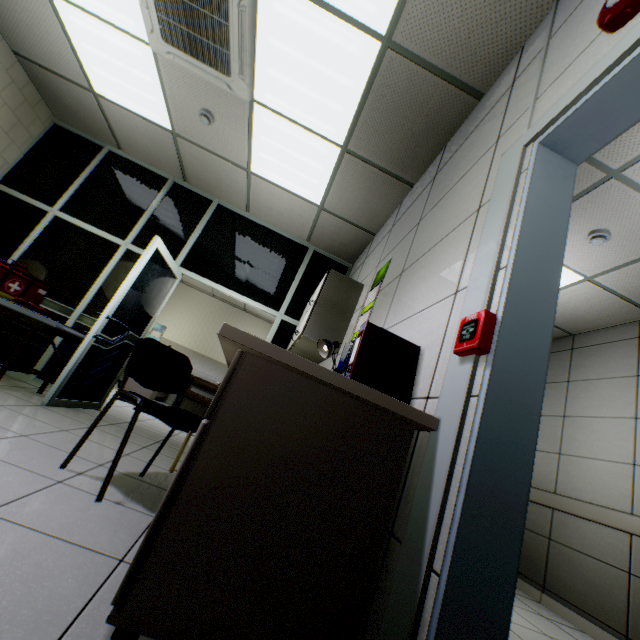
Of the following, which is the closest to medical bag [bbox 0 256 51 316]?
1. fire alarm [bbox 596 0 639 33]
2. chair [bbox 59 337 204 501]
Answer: chair [bbox 59 337 204 501]

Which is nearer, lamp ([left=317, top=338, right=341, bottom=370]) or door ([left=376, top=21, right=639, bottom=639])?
door ([left=376, top=21, right=639, bottom=639])

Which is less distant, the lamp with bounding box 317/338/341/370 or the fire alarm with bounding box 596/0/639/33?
the fire alarm with bounding box 596/0/639/33

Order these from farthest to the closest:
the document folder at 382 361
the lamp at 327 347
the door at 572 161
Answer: the lamp at 327 347, the document folder at 382 361, the door at 572 161

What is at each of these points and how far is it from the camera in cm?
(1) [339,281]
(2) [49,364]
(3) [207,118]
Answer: (1) cabinet, 341
(2) doorway, 383
(3) fire alarm, 343

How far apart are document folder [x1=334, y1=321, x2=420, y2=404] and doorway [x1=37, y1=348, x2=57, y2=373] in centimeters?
272cm

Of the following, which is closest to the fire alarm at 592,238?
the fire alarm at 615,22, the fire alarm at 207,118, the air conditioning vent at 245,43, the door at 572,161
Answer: the door at 572,161

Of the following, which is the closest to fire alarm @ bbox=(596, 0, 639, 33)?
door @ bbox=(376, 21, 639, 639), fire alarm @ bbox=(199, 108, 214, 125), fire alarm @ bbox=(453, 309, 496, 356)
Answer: door @ bbox=(376, 21, 639, 639)
